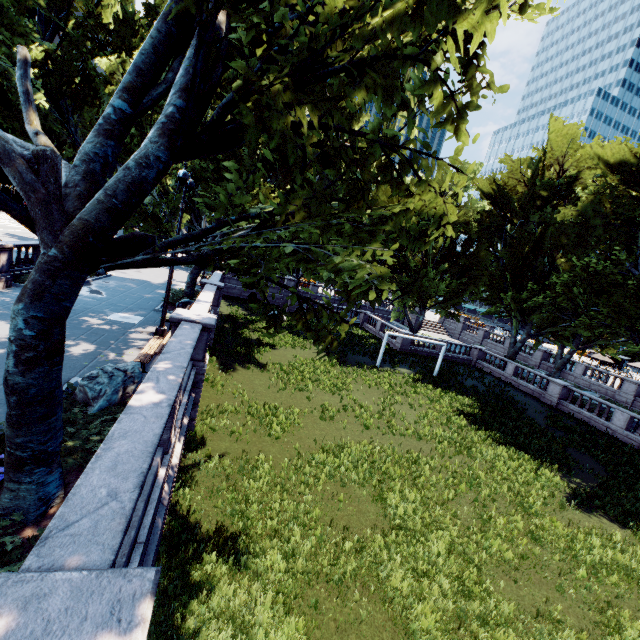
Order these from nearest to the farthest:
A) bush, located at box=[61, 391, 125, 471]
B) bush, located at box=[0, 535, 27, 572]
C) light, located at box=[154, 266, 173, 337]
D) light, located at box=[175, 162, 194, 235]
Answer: bush, located at box=[0, 535, 27, 572] < bush, located at box=[61, 391, 125, 471] < light, located at box=[175, 162, 194, 235] < light, located at box=[154, 266, 173, 337]

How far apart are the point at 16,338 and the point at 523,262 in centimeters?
3225cm

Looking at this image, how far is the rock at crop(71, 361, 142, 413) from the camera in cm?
766

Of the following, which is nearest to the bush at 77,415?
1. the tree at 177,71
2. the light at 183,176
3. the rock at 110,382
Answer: the rock at 110,382

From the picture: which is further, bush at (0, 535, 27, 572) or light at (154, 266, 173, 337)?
light at (154, 266, 173, 337)

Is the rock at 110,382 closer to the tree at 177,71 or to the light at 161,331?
the tree at 177,71

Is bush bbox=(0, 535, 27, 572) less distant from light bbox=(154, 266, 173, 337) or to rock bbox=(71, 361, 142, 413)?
rock bbox=(71, 361, 142, 413)

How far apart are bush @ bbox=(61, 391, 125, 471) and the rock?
0.0m
